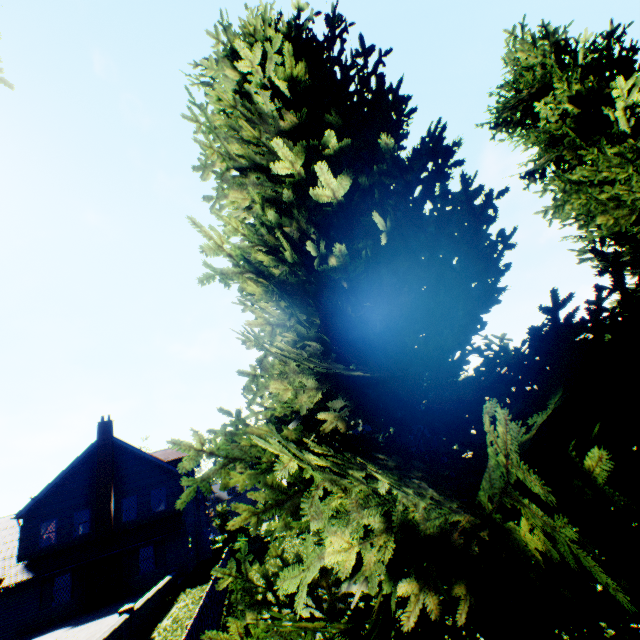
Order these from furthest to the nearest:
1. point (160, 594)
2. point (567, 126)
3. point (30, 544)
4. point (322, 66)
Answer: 1. point (30, 544)
2. point (160, 594)
3. point (567, 126)
4. point (322, 66)

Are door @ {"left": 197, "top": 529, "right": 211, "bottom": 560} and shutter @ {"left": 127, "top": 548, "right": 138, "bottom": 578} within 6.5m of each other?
no

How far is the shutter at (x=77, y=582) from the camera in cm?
2105

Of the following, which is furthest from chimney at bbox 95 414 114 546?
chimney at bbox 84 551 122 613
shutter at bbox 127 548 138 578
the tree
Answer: the tree

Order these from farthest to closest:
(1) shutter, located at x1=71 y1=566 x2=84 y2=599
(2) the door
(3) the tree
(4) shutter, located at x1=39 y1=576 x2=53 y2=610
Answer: (2) the door < (1) shutter, located at x1=71 y1=566 x2=84 y2=599 < (4) shutter, located at x1=39 y1=576 x2=53 y2=610 < (3) the tree

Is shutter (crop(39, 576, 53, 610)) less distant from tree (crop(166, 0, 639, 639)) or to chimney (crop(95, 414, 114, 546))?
chimney (crop(95, 414, 114, 546))

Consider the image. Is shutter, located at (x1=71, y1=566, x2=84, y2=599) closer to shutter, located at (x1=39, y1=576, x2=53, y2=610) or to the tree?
shutter, located at (x1=39, y1=576, x2=53, y2=610)

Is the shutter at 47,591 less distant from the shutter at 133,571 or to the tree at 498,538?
the shutter at 133,571
